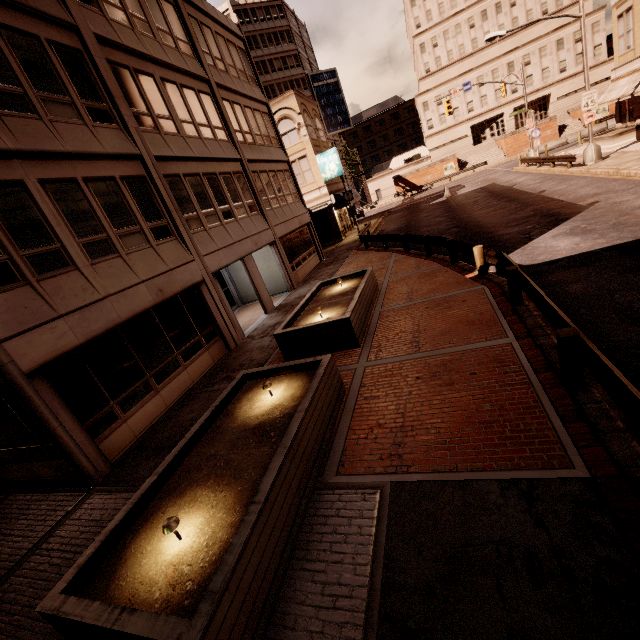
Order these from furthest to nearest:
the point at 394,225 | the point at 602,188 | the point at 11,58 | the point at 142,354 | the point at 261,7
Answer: the point at 261,7 < the point at 394,225 < the point at 602,188 < the point at 142,354 < the point at 11,58

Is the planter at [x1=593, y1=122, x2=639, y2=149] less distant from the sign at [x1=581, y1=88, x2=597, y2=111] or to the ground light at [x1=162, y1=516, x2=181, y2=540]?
the sign at [x1=581, y1=88, x2=597, y2=111]

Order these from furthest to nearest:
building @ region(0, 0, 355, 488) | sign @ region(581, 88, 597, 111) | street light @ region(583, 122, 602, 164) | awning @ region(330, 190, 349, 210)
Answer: awning @ region(330, 190, 349, 210) < street light @ region(583, 122, 602, 164) < sign @ region(581, 88, 597, 111) < building @ region(0, 0, 355, 488)

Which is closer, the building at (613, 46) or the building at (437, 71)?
the building at (613, 46)

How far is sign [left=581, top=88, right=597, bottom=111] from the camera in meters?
20.3

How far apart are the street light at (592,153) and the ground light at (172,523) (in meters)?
29.00

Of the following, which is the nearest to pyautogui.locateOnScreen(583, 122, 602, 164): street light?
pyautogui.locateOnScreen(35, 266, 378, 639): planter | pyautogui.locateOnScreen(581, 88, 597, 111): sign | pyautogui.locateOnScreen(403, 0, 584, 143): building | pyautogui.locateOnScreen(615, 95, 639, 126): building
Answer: pyautogui.locateOnScreen(581, 88, 597, 111): sign

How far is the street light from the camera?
21.12m
